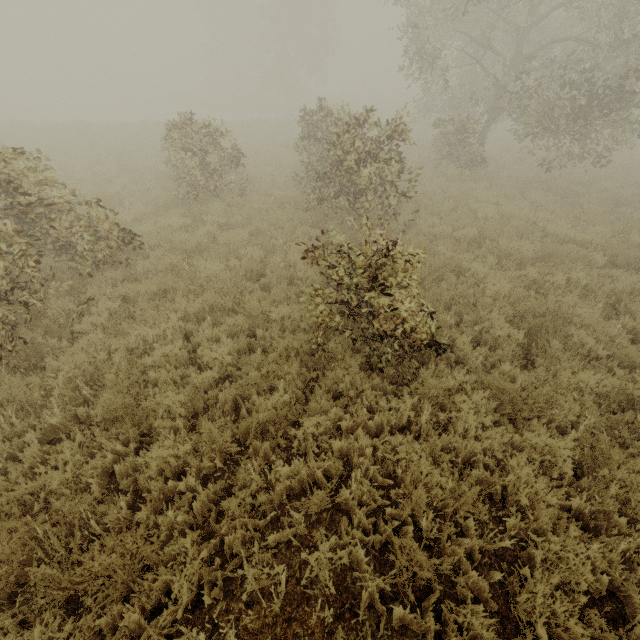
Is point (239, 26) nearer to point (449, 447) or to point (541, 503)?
point (449, 447)
